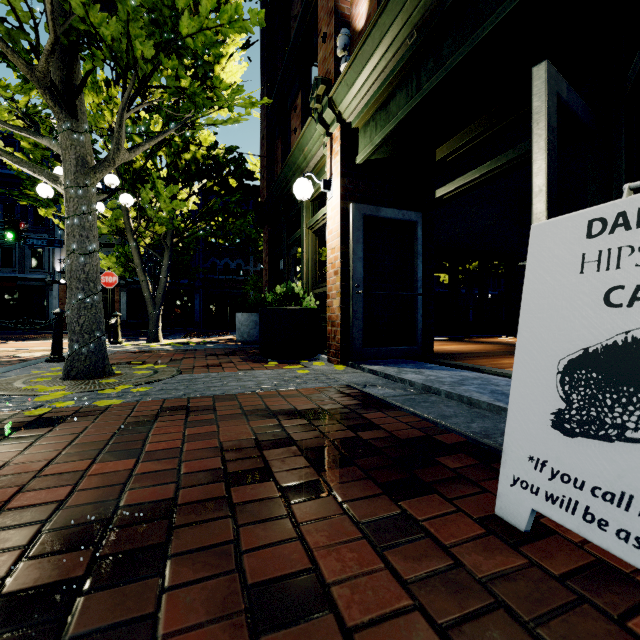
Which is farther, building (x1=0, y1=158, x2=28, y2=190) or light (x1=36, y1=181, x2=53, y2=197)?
building (x1=0, y1=158, x2=28, y2=190)

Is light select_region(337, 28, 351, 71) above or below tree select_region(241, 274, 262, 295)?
above

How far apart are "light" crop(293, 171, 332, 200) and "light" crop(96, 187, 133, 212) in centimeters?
347cm

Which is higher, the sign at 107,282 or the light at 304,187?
the light at 304,187

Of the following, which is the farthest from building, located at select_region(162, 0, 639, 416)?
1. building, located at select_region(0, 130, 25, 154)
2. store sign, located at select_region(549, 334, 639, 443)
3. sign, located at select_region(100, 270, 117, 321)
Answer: building, located at select_region(0, 130, 25, 154)

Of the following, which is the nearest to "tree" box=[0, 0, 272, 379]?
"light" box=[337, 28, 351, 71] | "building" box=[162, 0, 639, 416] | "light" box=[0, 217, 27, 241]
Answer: "building" box=[162, 0, 639, 416]

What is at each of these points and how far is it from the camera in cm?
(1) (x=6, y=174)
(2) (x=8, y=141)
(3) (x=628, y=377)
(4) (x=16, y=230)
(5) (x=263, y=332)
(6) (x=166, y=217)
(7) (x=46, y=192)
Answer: (1) building, 2094
(2) building, 2119
(3) store sign, 82
(4) light, 1411
(5) planter, 515
(6) tree, 813
(7) light, 562

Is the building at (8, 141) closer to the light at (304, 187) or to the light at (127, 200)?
the light at (127, 200)
